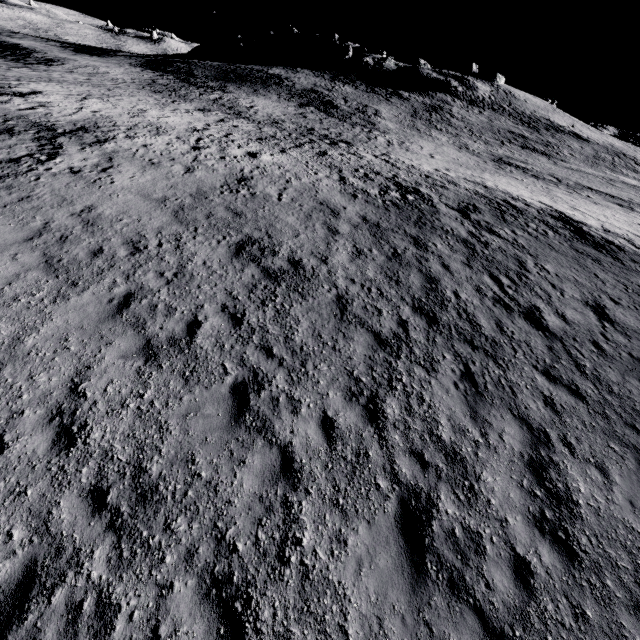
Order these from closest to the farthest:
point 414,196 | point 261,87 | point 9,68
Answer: point 414,196 → point 9,68 → point 261,87
